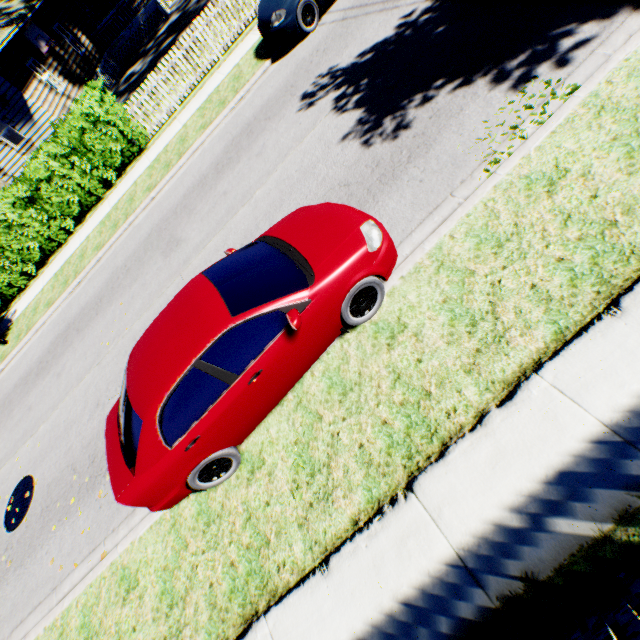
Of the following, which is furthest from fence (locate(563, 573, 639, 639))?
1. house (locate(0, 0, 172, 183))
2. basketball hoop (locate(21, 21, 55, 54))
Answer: basketball hoop (locate(21, 21, 55, 54))

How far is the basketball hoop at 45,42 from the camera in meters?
16.3

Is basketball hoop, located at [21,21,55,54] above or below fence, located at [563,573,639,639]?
above

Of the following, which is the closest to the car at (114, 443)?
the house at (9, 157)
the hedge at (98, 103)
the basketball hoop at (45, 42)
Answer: the hedge at (98, 103)

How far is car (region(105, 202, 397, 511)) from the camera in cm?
366

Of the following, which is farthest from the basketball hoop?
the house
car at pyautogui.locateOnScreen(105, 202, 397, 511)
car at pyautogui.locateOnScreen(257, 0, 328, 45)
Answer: car at pyautogui.locateOnScreen(105, 202, 397, 511)

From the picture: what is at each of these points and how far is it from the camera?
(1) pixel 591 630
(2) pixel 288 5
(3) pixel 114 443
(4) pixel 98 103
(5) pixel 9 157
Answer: (1) fence, 2.2 meters
(2) car, 8.6 meters
(3) car, 4.4 meters
(4) hedge, 11.1 meters
(5) house, 17.4 meters

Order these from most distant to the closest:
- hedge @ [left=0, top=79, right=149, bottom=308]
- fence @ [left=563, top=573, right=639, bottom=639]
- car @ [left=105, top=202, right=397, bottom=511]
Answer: hedge @ [left=0, top=79, right=149, bottom=308]
car @ [left=105, top=202, right=397, bottom=511]
fence @ [left=563, top=573, right=639, bottom=639]
